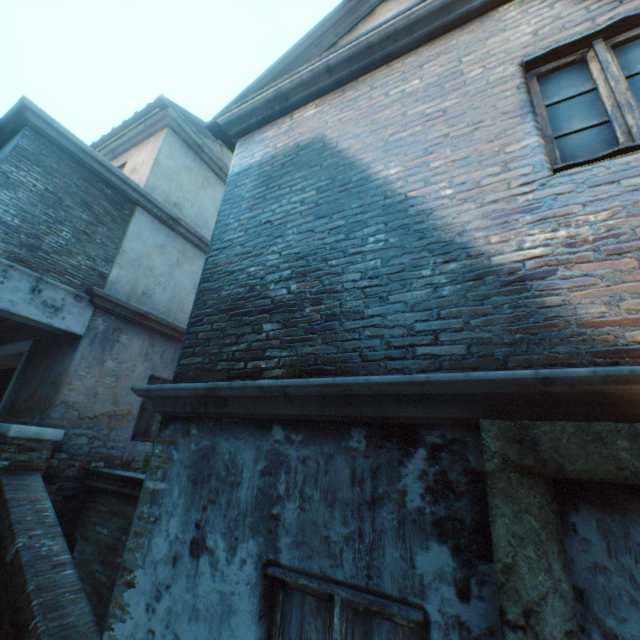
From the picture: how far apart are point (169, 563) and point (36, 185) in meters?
6.3
